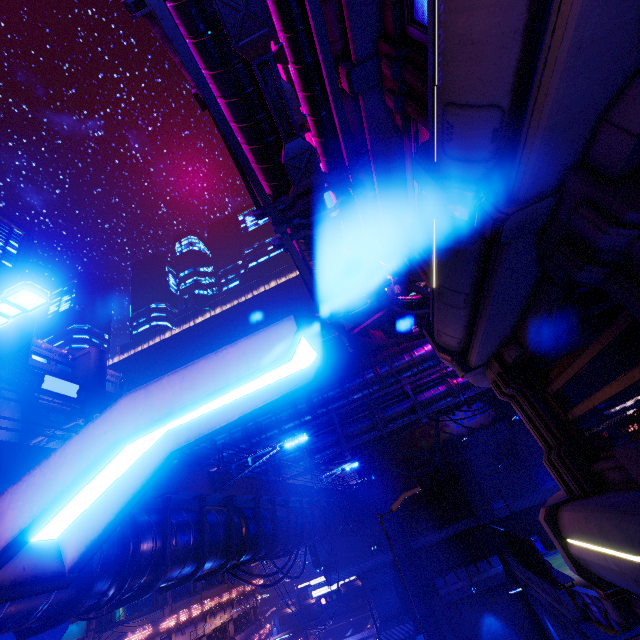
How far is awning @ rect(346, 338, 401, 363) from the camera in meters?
20.2

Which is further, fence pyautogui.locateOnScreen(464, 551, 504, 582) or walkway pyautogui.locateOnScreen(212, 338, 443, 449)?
fence pyautogui.locateOnScreen(464, 551, 504, 582)

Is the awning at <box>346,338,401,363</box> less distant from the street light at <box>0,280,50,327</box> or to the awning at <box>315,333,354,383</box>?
the awning at <box>315,333,354,383</box>

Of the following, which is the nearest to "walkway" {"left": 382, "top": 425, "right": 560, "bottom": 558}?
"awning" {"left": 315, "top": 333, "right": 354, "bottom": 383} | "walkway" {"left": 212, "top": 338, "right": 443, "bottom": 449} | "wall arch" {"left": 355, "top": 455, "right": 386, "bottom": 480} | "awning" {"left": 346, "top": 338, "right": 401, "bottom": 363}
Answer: "wall arch" {"left": 355, "top": 455, "right": 386, "bottom": 480}

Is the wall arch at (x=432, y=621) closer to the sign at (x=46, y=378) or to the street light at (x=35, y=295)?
the street light at (x=35, y=295)

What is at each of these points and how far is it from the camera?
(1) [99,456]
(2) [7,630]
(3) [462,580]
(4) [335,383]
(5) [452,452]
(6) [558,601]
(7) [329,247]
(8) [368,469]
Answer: (1) street light, 1.0 meters
(2) walkway, 5.1 meters
(3) fence, 23.8 meters
(4) walkway, 22.8 meters
(5) walkway, 28.1 meters
(6) fence, 14.1 meters
(7) pipe, 9.3 meters
(8) wall arch, 31.0 meters

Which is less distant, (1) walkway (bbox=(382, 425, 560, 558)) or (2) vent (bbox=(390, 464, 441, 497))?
(1) walkway (bbox=(382, 425, 560, 558))

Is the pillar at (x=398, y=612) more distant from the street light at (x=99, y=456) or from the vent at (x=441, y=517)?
the street light at (x=99, y=456)
